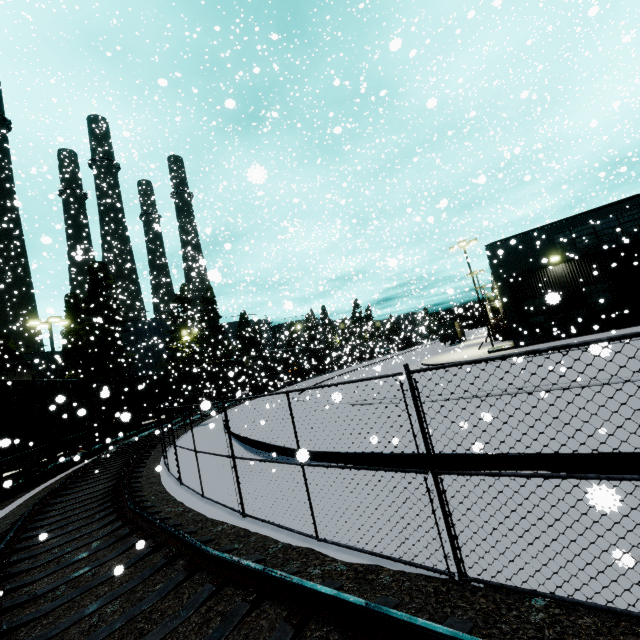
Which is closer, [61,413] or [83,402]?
[61,413]

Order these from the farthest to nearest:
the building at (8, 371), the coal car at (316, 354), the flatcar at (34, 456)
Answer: the coal car at (316, 354) < the building at (8, 371) < the flatcar at (34, 456)

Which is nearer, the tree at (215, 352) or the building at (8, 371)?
the building at (8, 371)

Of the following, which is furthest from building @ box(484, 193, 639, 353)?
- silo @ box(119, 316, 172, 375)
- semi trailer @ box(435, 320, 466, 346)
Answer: semi trailer @ box(435, 320, 466, 346)

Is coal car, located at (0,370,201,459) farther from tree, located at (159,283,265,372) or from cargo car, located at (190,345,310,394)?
tree, located at (159,283,265,372)

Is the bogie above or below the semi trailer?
below

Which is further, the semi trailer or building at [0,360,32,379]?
the semi trailer

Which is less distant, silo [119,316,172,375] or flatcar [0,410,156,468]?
flatcar [0,410,156,468]
